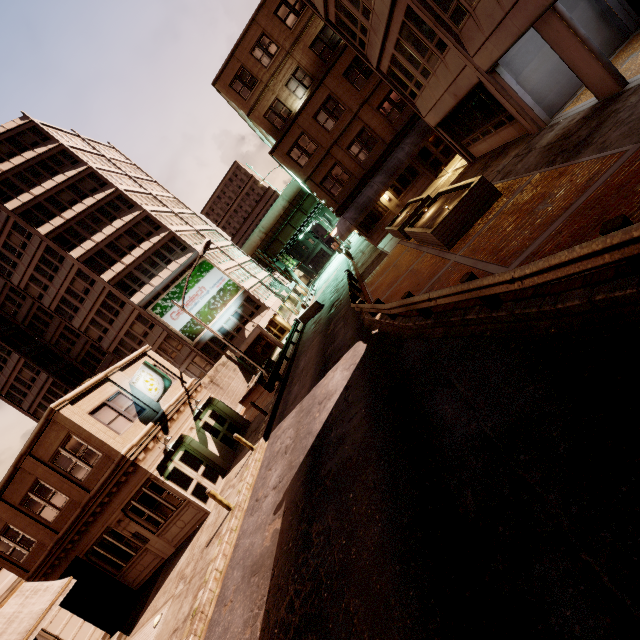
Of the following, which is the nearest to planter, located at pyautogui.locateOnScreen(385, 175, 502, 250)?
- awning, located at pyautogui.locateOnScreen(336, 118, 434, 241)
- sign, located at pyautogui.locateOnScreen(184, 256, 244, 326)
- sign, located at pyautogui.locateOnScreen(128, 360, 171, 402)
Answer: awning, located at pyautogui.locateOnScreen(336, 118, 434, 241)

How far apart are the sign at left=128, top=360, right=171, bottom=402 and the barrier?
16.4 meters

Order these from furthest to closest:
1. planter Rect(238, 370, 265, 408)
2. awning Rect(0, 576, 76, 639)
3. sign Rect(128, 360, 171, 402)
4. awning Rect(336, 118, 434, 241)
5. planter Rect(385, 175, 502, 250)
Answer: planter Rect(238, 370, 265, 408) → awning Rect(336, 118, 434, 241) → sign Rect(128, 360, 171, 402) → planter Rect(385, 175, 502, 250) → awning Rect(0, 576, 76, 639)

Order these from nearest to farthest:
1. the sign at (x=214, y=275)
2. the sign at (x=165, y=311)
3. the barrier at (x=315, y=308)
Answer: the barrier at (x=315, y=308) < the sign at (x=165, y=311) < the sign at (x=214, y=275)

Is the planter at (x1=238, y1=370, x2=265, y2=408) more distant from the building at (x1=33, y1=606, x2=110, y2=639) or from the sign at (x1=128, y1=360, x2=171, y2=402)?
the building at (x1=33, y1=606, x2=110, y2=639)

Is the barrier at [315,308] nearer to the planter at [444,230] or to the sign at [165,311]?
the sign at [165,311]

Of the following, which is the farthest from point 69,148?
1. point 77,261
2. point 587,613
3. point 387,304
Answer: point 587,613

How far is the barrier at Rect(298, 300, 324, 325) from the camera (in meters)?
31.00
